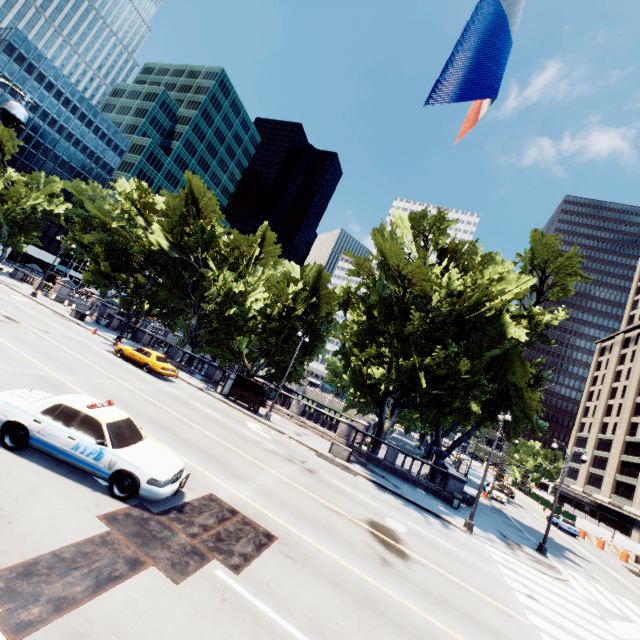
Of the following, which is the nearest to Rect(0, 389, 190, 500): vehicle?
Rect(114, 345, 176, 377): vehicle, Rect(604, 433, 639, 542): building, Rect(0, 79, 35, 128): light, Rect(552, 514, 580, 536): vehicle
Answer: Rect(0, 79, 35, 128): light

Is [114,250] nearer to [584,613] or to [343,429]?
[343,429]

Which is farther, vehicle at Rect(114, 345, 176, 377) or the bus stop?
the bus stop

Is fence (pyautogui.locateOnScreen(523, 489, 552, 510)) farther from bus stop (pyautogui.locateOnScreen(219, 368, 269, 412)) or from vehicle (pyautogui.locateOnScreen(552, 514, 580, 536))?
bus stop (pyautogui.locateOnScreen(219, 368, 269, 412))

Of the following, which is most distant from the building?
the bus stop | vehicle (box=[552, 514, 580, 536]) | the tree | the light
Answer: the light

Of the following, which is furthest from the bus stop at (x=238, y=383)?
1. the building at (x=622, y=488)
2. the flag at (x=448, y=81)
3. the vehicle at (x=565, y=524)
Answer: the building at (x=622, y=488)

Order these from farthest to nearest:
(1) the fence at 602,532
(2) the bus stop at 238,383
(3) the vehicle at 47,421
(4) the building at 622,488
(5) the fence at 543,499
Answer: (4) the building at 622,488 < (5) the fence at 543,499 < (1) the fence at 602,532 < (2) the bus stop at 238,383 < (3) the vehicle at 47,421

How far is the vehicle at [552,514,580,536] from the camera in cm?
3691
